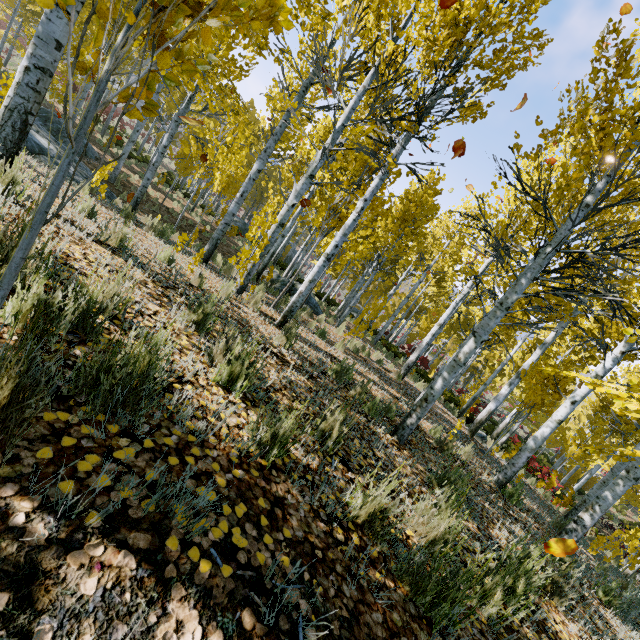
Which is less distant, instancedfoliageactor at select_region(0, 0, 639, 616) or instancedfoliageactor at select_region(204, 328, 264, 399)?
instancedfoliageactor at select_region(0, 0, 639, 616)

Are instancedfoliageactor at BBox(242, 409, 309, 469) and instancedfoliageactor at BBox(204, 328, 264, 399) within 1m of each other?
yes

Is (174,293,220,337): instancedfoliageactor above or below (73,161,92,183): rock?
above

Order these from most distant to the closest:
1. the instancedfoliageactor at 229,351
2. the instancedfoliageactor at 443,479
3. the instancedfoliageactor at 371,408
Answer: the instancedfoliageactor at 371,408, the instancedfoliageactor at 229,351, the instancedfoliageactor at 443,479

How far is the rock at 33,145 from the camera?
7.73m

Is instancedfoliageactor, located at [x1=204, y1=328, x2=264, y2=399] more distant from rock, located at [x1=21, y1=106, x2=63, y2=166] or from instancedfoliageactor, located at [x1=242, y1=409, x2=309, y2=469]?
rock, located at [x1=21, y1=106, x2=63, y2=166]

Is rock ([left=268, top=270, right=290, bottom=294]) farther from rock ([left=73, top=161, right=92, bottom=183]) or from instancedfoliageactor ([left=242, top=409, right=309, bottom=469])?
instancedfoliageactor ([left=242, top=409, right=309, bottom=469])

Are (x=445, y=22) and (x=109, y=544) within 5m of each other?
no
